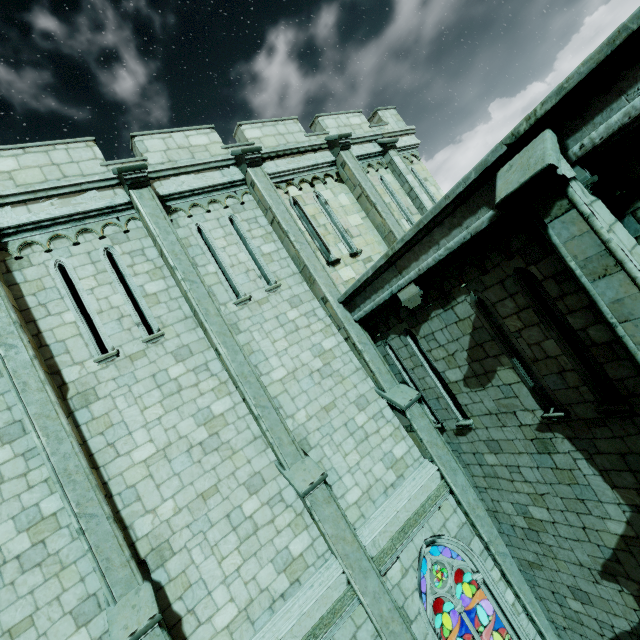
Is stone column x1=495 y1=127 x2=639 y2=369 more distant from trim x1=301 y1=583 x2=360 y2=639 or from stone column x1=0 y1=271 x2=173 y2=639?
stone column x1=0 y1=271 x2=173 y2=639

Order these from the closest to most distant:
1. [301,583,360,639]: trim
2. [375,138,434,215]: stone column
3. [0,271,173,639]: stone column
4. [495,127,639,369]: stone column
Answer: [495,127,639,369]: stone column < [0,271,173,639]: stone column < [301,583,360,639]: trim < [375,138,434,215]: stone column

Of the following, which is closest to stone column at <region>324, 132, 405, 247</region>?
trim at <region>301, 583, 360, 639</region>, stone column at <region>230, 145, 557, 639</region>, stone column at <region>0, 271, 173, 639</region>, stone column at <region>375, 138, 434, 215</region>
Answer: stone column at <region>375, 138, 434, 215</region>

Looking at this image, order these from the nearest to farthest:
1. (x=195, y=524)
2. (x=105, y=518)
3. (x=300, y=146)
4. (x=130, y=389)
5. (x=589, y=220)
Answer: (x=589, y=220) → (x=105, y=518) → (x=195, y=524) → (x=130, y=389) → (x=300, y=146)

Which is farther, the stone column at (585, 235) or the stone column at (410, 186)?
the stone column at (410, 186)

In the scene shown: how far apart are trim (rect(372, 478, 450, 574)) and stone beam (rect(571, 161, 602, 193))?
6.76m

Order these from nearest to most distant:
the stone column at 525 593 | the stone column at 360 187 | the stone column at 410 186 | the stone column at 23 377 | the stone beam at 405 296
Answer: the stone column at 23 377, the stone beam at 405 296, the stone column at 525 593, the stone column at 360 187, the stone column at 410 186

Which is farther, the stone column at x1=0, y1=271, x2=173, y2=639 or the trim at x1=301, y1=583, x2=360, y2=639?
the trim at x1=301, y1=583, x2=360, y2=639
